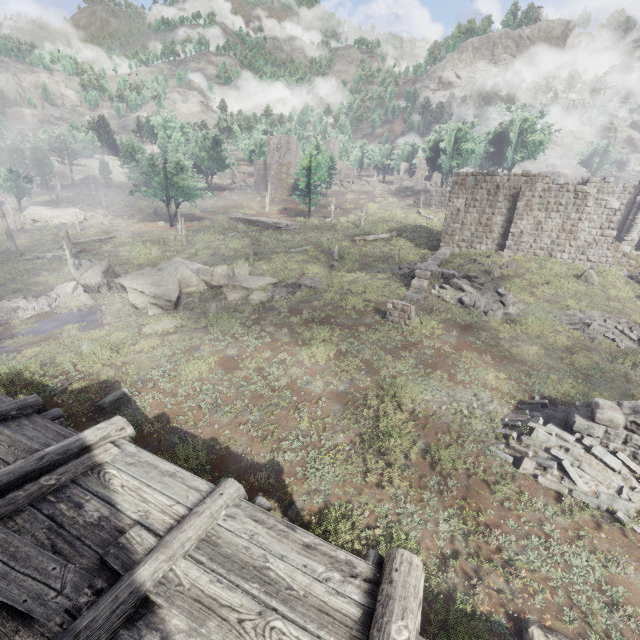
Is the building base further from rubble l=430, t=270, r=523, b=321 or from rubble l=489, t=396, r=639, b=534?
rubble l=489, t=396, r=639, b=534

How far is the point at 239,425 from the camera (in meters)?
10.62

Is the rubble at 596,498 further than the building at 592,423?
No

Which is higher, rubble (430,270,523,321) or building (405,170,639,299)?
building (405,170,639,299)

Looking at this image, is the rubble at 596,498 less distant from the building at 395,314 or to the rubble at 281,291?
the building at 395,314

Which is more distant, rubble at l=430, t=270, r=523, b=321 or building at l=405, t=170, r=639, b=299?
building at l=405, t=170, r=639, b=299

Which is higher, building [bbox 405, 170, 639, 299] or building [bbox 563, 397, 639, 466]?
building [bbox 405, 170, 639, 299]

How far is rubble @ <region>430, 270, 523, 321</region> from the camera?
17.05m
